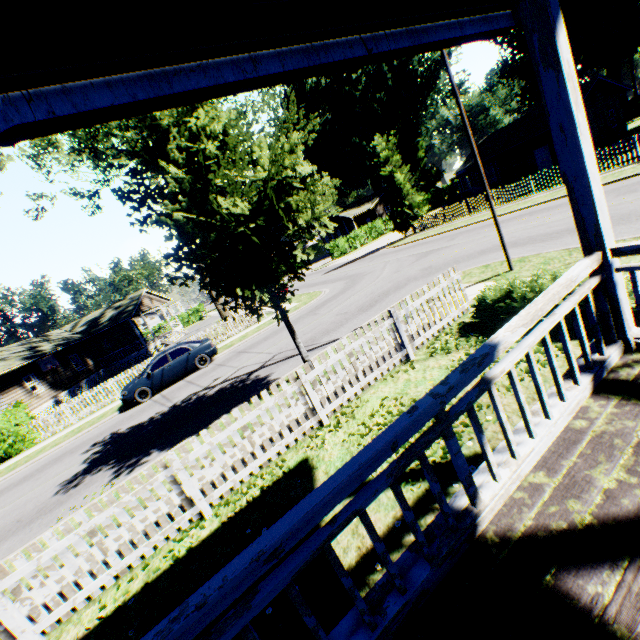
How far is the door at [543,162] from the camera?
29.2 meters

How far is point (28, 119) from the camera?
1.5m

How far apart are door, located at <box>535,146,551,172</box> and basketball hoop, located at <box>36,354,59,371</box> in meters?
46.3

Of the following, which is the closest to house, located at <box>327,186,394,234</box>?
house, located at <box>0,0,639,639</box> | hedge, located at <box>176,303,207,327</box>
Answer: hedge, located at <box>176,303,207,327</box>

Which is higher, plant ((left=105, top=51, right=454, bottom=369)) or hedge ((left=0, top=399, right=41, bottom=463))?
plant ((left=105, top=51, right=454, bottom=369))

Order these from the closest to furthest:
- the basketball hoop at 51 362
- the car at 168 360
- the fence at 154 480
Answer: the fence at 154 480 → the car at 168 360 → the basketball hoop at 51 362

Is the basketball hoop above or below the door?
above

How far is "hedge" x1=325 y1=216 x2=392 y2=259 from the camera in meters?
43.0 m
